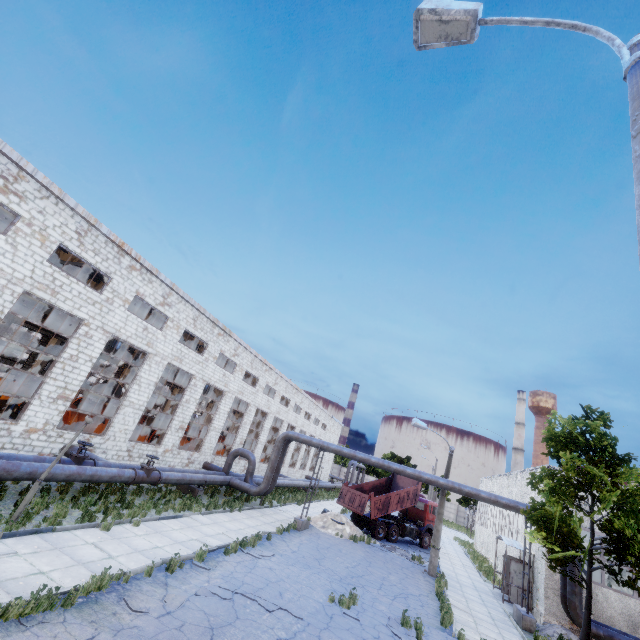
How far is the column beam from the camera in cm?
1984

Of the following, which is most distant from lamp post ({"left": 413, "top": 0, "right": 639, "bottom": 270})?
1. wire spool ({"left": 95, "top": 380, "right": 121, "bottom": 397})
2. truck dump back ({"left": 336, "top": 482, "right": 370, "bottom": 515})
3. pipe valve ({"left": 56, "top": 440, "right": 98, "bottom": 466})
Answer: wire spool ({"left": 95, "top": 380, "right": 121, "bottom": 397})

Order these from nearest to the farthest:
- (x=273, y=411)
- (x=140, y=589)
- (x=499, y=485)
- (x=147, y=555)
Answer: (x=140, y=589), (x=147, y=555), (x=499, y=485), (x=273, y=411)

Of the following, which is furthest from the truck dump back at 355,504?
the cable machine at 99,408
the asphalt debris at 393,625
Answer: the cable machine at 99,408

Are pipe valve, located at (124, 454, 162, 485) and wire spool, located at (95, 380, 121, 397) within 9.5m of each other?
no

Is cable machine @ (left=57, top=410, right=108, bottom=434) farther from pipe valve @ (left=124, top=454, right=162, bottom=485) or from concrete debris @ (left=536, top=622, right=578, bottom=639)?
concrete debris @ (left=536, top=622, right=578, bottom=639)

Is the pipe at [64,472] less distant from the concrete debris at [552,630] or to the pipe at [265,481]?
the pipe at [265,481]

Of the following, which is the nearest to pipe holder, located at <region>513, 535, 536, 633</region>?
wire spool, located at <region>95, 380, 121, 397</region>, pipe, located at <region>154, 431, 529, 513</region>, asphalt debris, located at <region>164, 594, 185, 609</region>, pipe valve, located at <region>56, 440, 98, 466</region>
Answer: pipe, located at <region>154, 431, 529, 513</region>
